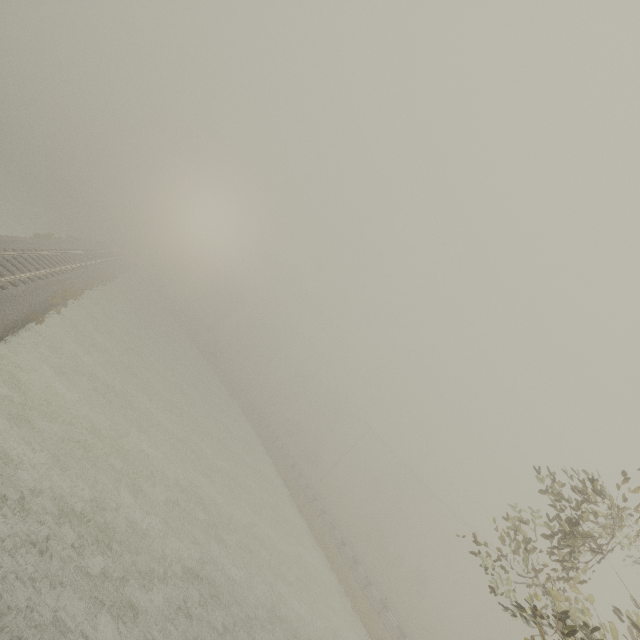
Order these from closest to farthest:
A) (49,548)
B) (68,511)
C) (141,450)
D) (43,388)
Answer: (49,548) → (68,511) → (43,388) → (141,450)
